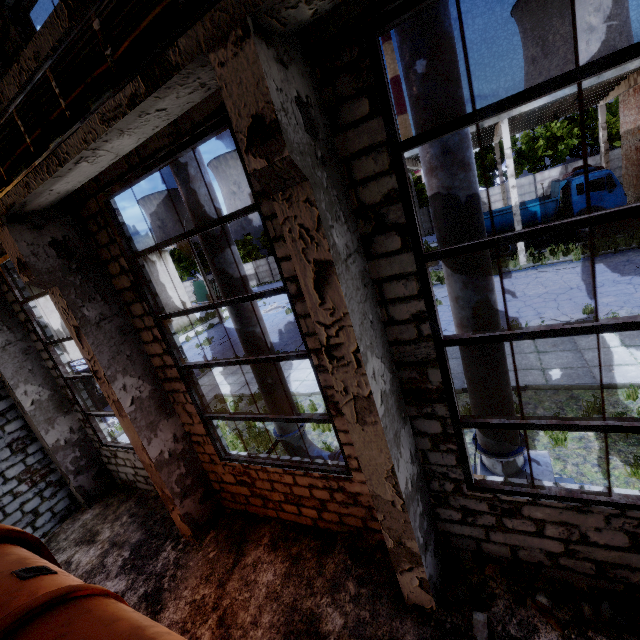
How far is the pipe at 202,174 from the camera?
5.3 meters

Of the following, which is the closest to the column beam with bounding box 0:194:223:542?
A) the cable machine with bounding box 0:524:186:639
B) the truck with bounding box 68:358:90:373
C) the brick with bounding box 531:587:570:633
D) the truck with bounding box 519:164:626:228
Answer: the cable machine with bounding box 0:524:186:639

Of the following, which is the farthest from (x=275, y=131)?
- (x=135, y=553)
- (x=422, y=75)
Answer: (x=135, y=553)

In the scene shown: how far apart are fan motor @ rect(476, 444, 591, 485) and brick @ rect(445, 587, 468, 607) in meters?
1.3 m

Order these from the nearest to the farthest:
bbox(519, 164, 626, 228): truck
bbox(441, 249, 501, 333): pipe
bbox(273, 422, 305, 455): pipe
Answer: bbox(441, 249, 501, 333): pipe → bbox(273, 422, 305, 455): pipe → bbox(519, 164, 626, 228): truck

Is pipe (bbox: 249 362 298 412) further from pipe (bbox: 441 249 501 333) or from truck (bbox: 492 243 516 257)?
truck (bbox: 492 243 516 257)

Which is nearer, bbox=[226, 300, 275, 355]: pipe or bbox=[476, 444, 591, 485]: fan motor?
bbox=[476, 444, 591, 485]: fan motor

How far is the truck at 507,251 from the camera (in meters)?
20.58
